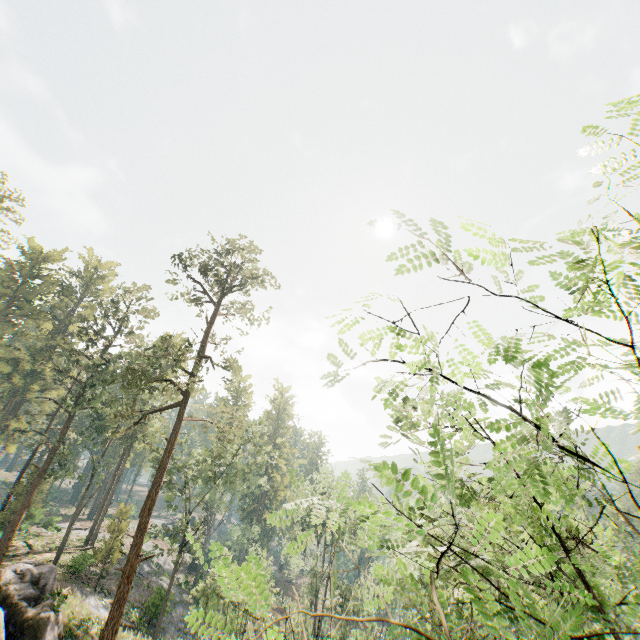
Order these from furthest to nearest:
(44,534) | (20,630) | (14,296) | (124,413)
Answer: (14,296)
(44,534)
(124,413)
(20,630)

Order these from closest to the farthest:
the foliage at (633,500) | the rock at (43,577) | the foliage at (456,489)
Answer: the foliage at (456,489)
the foliage at (633,500)
the rock at (43,577)

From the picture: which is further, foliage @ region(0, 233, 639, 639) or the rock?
the rock

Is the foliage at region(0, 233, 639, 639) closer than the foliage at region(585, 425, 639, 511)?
Yes

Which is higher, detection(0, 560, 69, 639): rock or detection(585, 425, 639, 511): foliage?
detection(585, 425, 639, 511): foliage

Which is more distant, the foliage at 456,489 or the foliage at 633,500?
the foliage at 633,500

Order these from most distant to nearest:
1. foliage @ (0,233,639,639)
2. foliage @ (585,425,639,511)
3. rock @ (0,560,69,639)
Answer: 1. rock @ (0,560,69,639)
2. foliage @ (585,425,639,511)
3. foliage @ (0,233,639,639)
